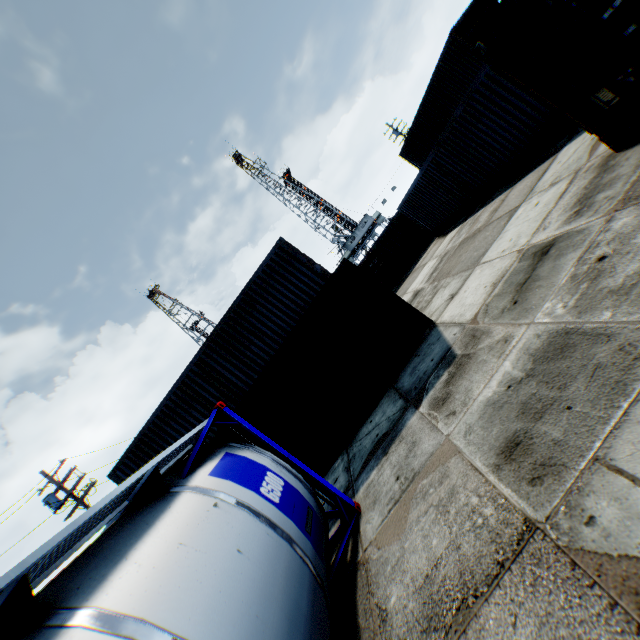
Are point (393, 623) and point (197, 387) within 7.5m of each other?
no

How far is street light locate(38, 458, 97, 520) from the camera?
15.84m

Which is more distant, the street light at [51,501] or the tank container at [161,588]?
the street light at [51,501]

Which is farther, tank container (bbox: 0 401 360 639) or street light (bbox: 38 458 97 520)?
street light (bbox: 38 458 97 520)

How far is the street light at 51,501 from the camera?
15.8m

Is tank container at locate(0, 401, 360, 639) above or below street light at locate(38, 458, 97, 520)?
below
